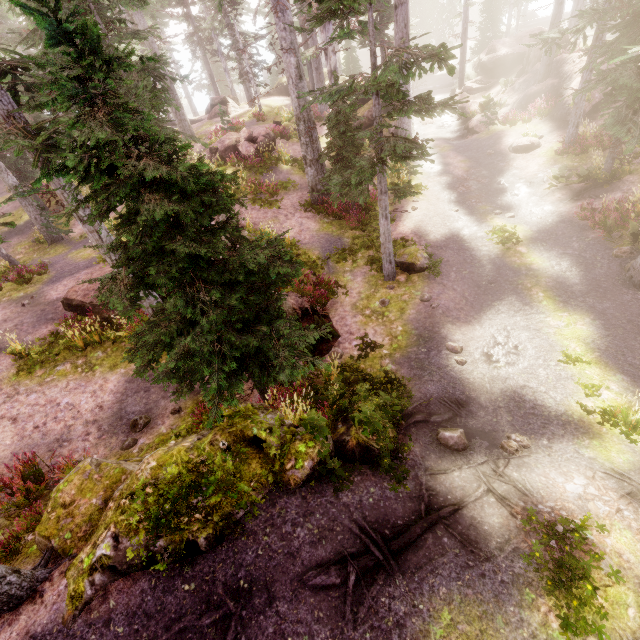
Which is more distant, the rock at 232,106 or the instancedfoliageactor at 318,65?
the rock at 232,106

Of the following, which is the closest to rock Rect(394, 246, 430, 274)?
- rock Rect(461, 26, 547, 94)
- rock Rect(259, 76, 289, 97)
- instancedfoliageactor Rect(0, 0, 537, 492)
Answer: instancedfoliageactor Rect(0, 0, 537, 492)

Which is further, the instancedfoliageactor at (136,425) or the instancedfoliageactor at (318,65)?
the instancedfoliageactor at (136,425)

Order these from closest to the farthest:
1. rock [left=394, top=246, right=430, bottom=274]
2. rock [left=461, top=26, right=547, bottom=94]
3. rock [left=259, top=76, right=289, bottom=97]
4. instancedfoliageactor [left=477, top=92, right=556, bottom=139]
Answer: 1. rock [left=394, top=246, right=430, bottom=274]
2. instancedfoliageactor [left=477, top=92, right=556, bottom=139]
3. rock [left=461, top=26, right=547, bottom=94]
4. rock [left=259, top=76, right=289, bottom=97]

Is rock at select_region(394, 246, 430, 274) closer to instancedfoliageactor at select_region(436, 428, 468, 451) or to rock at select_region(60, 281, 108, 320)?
instancedfoliageactor at select_region(436, 428, 468, 451)

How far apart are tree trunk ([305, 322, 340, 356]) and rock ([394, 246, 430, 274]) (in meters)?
3.52

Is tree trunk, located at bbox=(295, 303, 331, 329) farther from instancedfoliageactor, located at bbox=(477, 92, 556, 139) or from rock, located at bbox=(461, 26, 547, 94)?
rock, located at bbox=(461, 26, 547, 94)

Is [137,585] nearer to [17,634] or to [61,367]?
[17,634]
